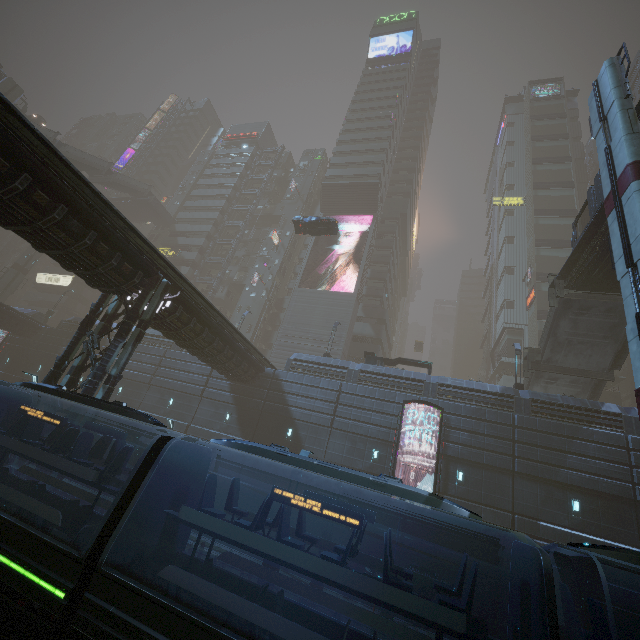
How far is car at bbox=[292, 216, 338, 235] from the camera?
29.8 meters

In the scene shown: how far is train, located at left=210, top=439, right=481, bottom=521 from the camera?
6.42m

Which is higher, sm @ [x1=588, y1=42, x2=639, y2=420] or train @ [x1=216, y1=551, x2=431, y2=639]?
sm @ [x1=588, y1=42, x2=639, y2=420]

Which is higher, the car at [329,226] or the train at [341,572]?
the car at [329,226]

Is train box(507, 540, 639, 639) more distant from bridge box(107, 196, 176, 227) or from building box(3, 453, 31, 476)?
bridge box(107, 196, 176, 227)

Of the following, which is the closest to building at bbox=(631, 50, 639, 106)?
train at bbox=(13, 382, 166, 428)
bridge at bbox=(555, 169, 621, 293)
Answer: train at bbox=(13, 382, 166, 428)

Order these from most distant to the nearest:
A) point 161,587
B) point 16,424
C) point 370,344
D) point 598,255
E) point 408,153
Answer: point 408,153
point 370,344
point 598,255
point 16,424
point 161,587

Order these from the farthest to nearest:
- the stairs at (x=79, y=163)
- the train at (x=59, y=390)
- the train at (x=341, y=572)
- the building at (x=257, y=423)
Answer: the stairs at (x=79, y=163) → the building at (x=257, y=423) → the train at (x=59, y=390) → the train at (x=341, y=572)
